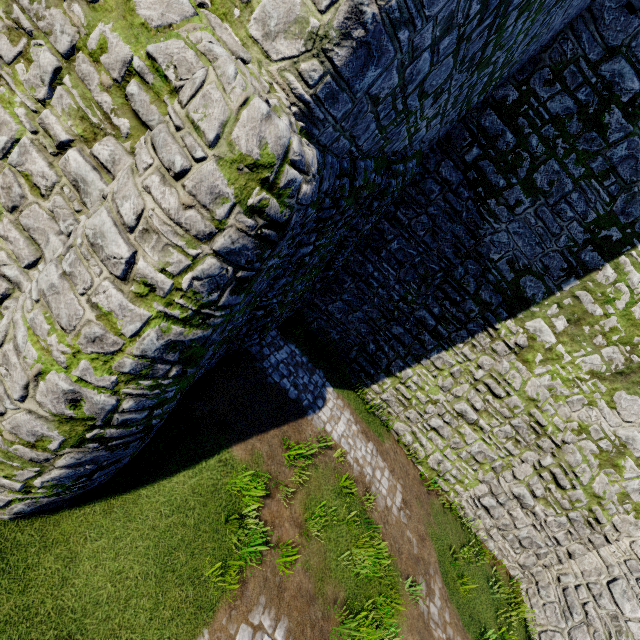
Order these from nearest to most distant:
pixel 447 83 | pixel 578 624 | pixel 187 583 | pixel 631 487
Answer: pixel 187 583 < pixel 447 83 < pixel 578 624 < pixel 631 487
